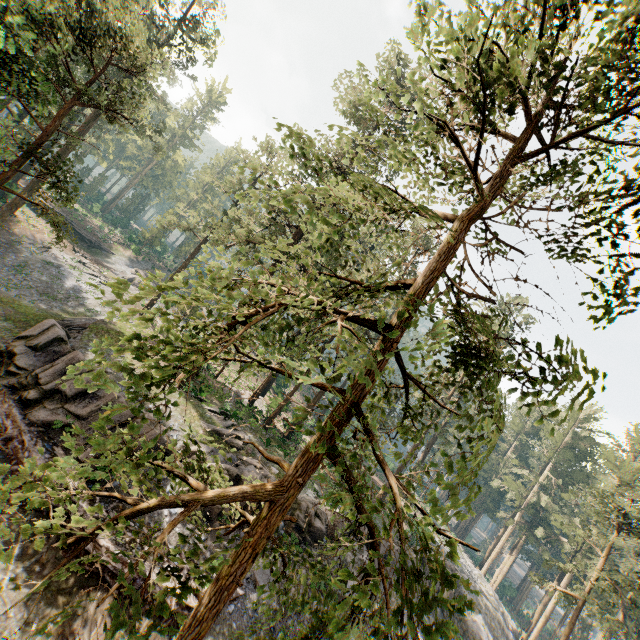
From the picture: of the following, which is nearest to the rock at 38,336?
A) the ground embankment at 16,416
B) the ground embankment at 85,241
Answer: the ground embankment at 16,416

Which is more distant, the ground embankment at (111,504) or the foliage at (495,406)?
the ground embankment at (111,504)

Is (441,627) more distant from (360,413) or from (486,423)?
(360,413)

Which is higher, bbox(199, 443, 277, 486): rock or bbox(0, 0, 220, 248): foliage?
bbox(0, 0, 220, 248): foliage

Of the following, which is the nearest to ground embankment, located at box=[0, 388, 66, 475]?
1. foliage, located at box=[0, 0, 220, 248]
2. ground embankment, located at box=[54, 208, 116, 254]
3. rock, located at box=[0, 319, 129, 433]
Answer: rock, located at box=[0, 319, 129, 433]

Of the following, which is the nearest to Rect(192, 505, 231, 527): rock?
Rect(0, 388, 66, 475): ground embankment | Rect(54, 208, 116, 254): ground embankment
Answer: Rect(0, 388, 66, 475): ground embankment

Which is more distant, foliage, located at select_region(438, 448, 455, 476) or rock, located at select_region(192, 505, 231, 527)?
rock, located at select_region(192, 505, 231, 527)
